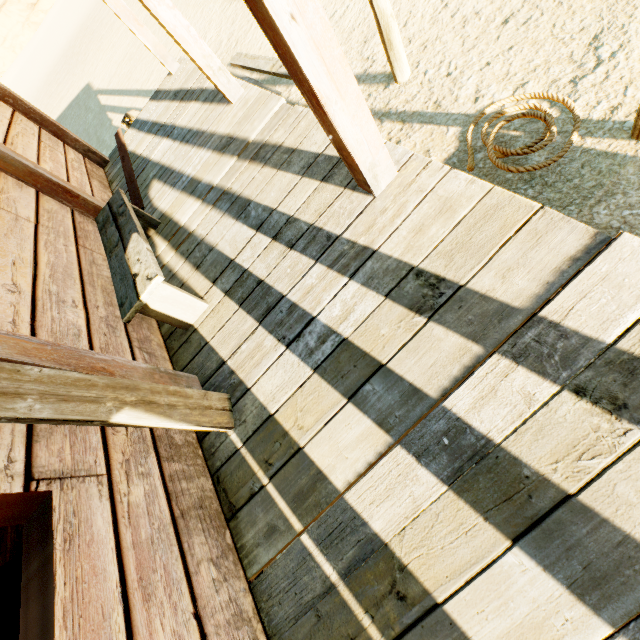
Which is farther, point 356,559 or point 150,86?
point 150,86

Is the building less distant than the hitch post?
Yes

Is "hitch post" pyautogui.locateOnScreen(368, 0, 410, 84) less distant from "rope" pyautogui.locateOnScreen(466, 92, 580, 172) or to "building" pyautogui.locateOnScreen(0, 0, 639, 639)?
"rope" pyautogui.locateOnScreen(466, 92, 580, 172)

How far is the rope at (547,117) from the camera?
1.8m

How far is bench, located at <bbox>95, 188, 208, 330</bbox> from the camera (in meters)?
2.02

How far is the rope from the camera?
1.8 meters

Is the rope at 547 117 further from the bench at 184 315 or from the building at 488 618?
the bench at 184 315

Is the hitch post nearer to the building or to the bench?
the building
